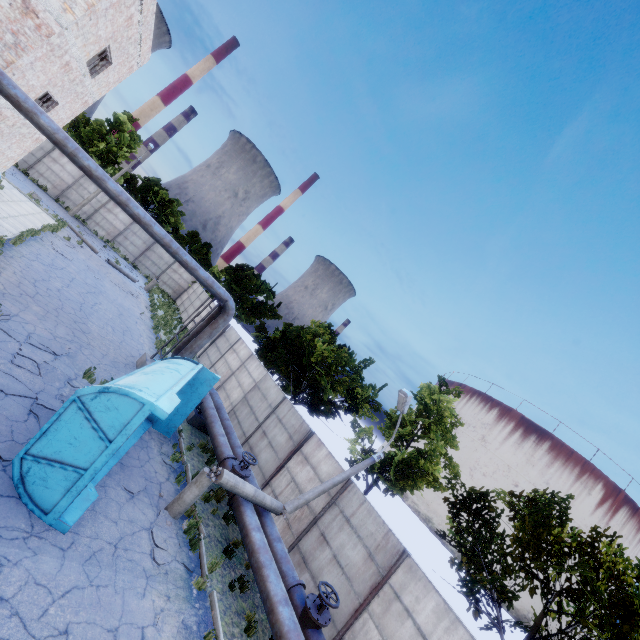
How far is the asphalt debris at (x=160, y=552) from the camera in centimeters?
727cm

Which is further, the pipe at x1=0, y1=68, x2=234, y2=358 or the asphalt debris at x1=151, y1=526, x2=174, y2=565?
the pipe at x1=0, y1=68, x2=234, y2=358

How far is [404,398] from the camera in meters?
11.6 m

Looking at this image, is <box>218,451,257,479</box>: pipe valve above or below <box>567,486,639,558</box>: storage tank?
below

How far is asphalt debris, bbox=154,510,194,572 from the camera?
7.79m

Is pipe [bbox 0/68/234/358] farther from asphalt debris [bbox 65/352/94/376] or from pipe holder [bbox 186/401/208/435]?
asphalt debris [bbox 65/352/94/376]

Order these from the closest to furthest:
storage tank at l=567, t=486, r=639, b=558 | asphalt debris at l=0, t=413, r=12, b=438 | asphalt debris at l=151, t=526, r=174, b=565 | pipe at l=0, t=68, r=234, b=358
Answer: asphalt debris at l=0, t=413, r=12, b=438
asphalt debris at l=151, t=526, r=174, b=565
pipe at l=0, t=68, r=234, b=358
storage tank at l=567, t=486, r=639, b=558

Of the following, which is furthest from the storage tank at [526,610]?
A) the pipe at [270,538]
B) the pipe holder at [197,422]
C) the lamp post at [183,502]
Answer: the pipe at [270,538]
